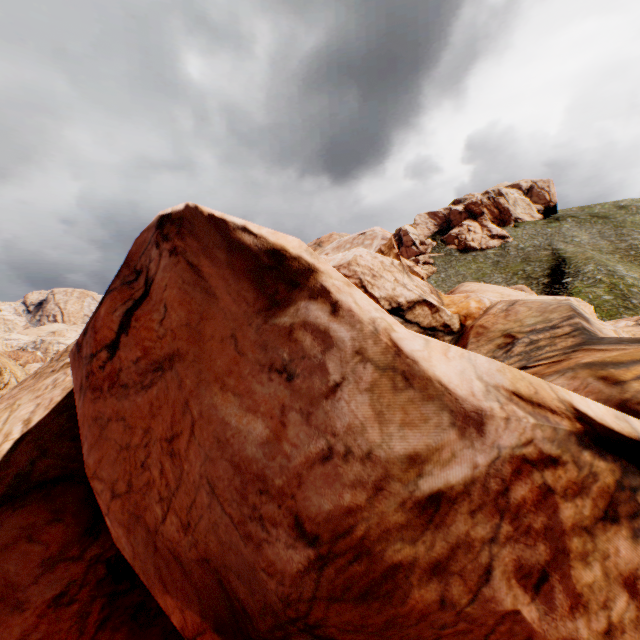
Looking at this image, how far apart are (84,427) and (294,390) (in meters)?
6.13
